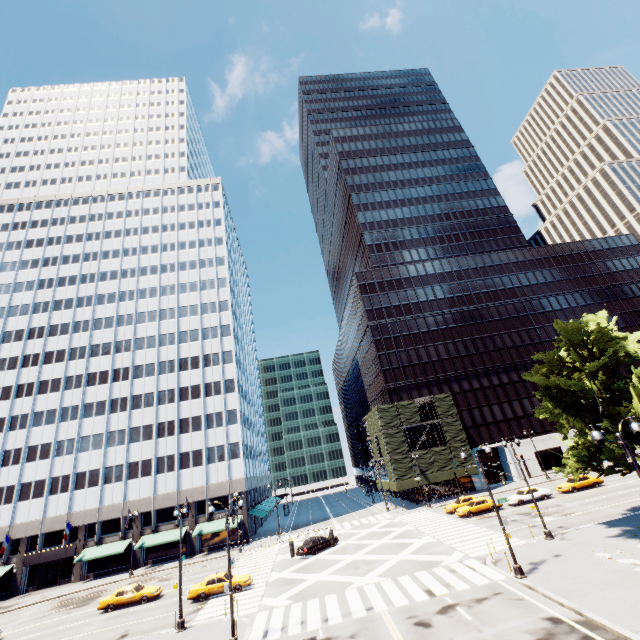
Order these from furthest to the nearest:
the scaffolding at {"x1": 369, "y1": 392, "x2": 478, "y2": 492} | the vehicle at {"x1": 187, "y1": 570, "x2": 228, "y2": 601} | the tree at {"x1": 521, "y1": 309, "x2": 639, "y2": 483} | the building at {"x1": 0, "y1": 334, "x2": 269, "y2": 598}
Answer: the scaffolding at {"x1": 369, "y1": 392, "x2": 478, "y2": 492} → the building at {"x1": 0, "y1": 334, "x2": 269, "y2": 598} → the vehicle at {"x1": 187, "y1": 570, "x2": 228, "y2": 601} → the tree at {"x1": 521, "y1": 309, "x2": 639, "y2": 483}

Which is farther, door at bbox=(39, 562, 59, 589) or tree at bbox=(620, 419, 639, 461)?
door at bbox=(39, 562, 59, 589)

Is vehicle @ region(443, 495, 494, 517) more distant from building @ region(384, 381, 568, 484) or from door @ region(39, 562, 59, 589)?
door @ region(39, 562, 59, 589)

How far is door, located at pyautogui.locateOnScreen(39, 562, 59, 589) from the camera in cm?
4538

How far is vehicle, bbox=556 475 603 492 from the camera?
38.16m

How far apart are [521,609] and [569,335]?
16.9 meters

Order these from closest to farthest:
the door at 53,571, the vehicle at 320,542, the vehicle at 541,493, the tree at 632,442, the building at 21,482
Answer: the tree at 632,442, the vehicle at 320,542, the vehicle at 541,493, the door at 53,571, the building at 21,482

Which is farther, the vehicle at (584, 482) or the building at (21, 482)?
the building at (21, 482)
